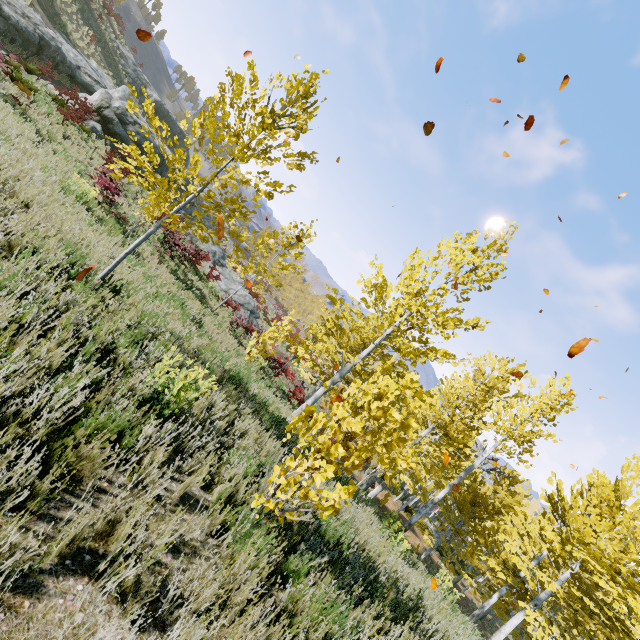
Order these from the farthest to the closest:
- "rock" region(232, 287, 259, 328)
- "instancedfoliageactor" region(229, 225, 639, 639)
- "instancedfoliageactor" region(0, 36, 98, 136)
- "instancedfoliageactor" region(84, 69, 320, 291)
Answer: "rock" region(232, 287, 259, 328) → "instancedfoliageactor" region(0, 36, 98, 136) → "instancedfoliageactor" region(84, 69, 320, 291) → "instancedfoliageactor" region(229, 225, 639, 639)

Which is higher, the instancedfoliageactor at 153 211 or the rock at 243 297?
the instancedfoliageactor at 153 211

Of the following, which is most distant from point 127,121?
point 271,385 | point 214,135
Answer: point 214,135

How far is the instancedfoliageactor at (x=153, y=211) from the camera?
4.63m

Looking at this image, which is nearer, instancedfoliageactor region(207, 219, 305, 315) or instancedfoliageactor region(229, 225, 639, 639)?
instancedfoliageactor region(229, 225, 639, 639)

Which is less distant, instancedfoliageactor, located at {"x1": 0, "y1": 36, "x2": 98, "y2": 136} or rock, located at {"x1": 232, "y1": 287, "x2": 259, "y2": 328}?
instancedfoliageactor, located at {"x1": 0, "y1": 36, "x2": 98, "y2": 136}

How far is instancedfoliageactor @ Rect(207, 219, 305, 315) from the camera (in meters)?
13.48
